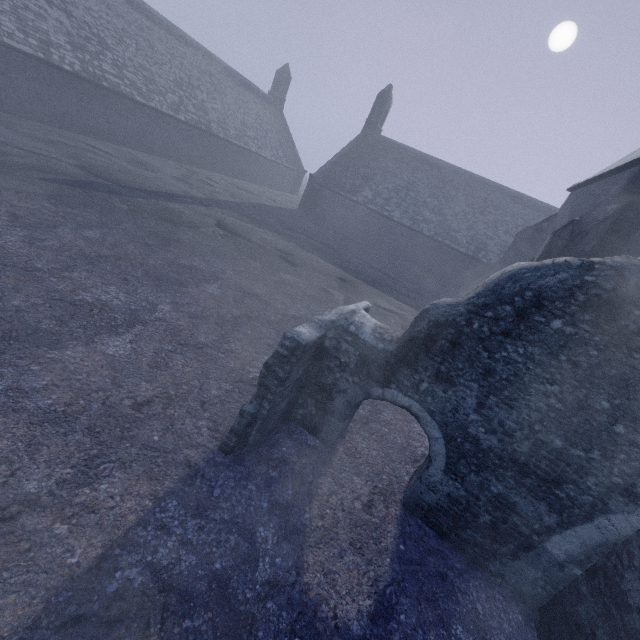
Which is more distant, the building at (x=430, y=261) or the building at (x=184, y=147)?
the building at (x=184, y=147)

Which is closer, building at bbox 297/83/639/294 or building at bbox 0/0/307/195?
building at bbox 297/83/639/294

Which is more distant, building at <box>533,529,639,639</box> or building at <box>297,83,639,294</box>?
building at <box>297,83,639,294</box>

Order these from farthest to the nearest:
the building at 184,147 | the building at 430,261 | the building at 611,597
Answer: the building at 184,147 < the building at 430,261 < the building at 611,597

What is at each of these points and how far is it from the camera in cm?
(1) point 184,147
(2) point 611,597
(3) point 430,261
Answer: (1) building, 2523
(2) building, 319
(3) building, 2592

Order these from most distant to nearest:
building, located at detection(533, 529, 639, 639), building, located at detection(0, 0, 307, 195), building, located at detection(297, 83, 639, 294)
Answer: building, located at detection(0, 0, 307, 195), building, located at detection(297, 83, 639, 294), building, located at detection(533, 529, 639, 639)
